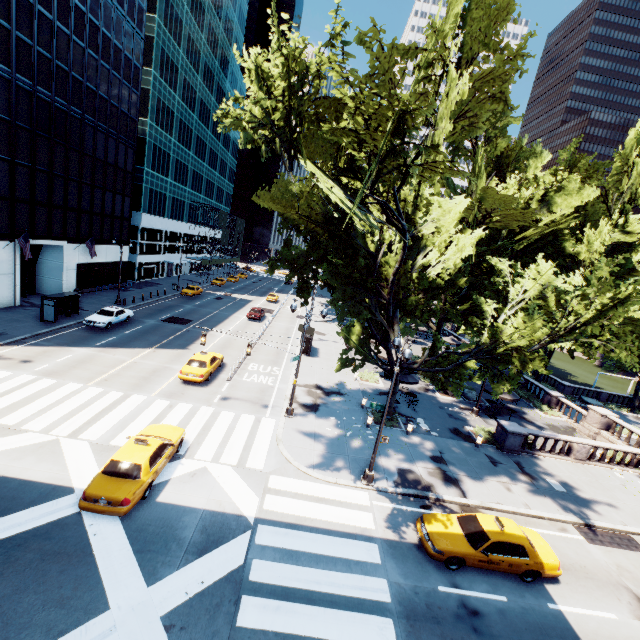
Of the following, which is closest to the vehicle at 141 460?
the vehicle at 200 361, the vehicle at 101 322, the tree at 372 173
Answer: the vehicle at 200 361

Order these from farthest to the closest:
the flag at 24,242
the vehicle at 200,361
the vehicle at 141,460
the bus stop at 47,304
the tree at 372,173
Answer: the flag at 24,242, the bus stop at 47,304, the vehicle at 200,361, the vehicle at 141,460, the tree at 372,173

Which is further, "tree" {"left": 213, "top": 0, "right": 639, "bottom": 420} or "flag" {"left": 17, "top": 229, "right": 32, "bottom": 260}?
"flag" {"left": 17, "top": 229, "right": 32, "bottom": 260}

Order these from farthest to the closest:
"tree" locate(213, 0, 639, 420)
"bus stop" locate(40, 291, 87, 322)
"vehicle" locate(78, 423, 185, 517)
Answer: "bus stop" locate(40, 291, 87, 322)
"vehicle" locate(78, 423, 185, 517)
"tree" locate(213, 0, 639, 420)

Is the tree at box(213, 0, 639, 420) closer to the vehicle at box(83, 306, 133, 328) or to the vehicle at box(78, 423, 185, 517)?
the vehicle at box(78, 423, 185, 517)

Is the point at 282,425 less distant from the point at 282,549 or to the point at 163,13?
the point at 282,549

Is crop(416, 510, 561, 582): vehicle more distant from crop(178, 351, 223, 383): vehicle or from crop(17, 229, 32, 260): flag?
crop(17, 229, 32, 260): flag

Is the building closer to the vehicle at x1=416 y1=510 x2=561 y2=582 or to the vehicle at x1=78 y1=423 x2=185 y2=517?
the vehicle at x1=78 y1=423 x2=185 y2=517
